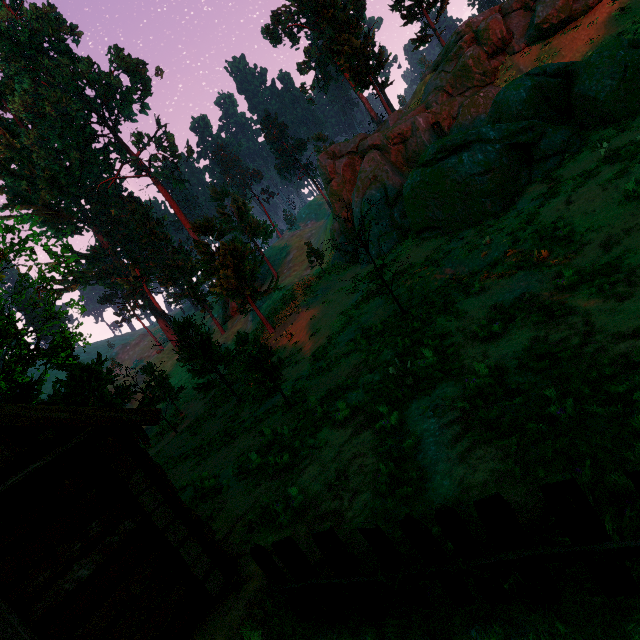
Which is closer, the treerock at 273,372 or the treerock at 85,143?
the treerock at 273,372

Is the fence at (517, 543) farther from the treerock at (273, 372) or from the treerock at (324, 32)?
the treerock at (273, 372)

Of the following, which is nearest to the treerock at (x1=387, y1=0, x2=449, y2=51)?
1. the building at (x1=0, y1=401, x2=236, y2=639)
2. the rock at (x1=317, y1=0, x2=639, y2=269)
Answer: the building at (x1=0, y1=401, x2=236, y2=639)

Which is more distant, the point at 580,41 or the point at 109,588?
the point at 580,41

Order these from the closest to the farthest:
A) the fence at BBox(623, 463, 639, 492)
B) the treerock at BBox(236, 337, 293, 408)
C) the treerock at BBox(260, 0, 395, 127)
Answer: the fence at BBox(623, 463, 639, 492) < the treerock at BBox(236, 337, 293, 408) < the treerock at BBox(260, 0, 395, 127)

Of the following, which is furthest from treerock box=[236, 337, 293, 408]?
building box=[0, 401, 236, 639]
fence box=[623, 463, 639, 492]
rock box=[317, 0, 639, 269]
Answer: rock box=[317, 0, 639, 269]

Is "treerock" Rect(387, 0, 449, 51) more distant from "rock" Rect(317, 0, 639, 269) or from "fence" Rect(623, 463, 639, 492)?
"rock" Rect(317, 0, 639, 269)

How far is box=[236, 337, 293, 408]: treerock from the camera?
12.1m
